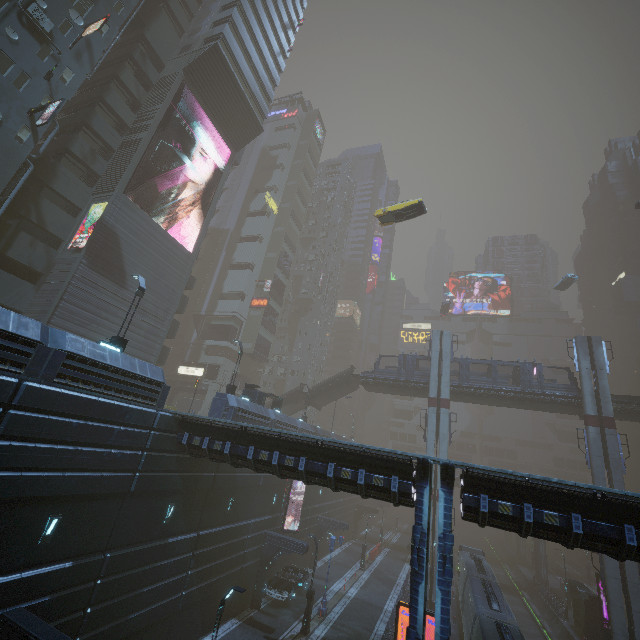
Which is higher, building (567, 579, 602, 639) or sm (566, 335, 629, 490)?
sm (566, 335, 629, 490)

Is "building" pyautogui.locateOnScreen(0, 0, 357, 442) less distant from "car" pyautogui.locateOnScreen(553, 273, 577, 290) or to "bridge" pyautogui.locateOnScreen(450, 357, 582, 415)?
"car" pyautogui.locateOnScreen(553, 273, 577, 290)

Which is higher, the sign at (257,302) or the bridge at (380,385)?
the sign at (257,302)

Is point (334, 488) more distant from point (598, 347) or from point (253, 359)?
point (253, 359)

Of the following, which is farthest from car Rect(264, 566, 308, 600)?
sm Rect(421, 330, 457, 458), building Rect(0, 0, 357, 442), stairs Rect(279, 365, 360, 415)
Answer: stairs Rect(279, 365, 360, 415)

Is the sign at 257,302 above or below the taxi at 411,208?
above

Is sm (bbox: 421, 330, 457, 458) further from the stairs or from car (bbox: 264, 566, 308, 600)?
car (bbox: 264, 566, 308, 600)

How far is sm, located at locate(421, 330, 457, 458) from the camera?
33.4 meters
